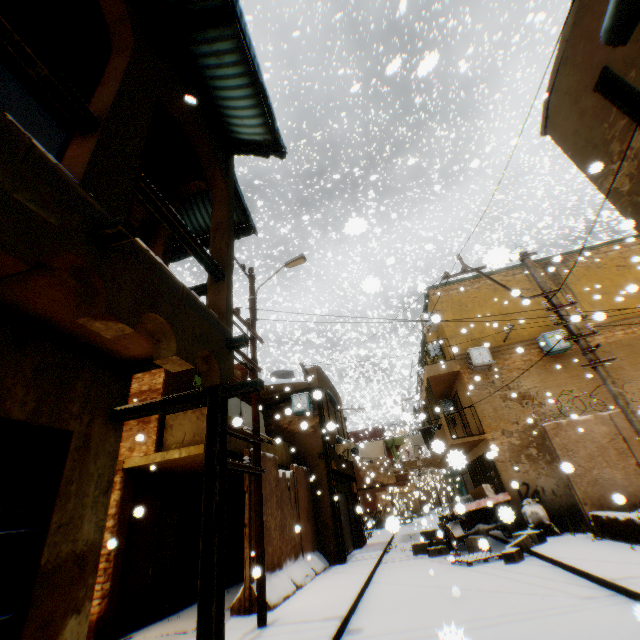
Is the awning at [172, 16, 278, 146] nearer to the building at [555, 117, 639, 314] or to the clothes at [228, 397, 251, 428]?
the building at [555, 117, 639, 314]

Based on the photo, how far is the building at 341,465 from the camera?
14.6m

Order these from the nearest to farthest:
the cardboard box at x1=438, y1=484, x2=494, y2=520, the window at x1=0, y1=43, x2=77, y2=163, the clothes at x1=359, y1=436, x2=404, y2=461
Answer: the window at x1=0, y1=43, x2=77, y2=163 < the cardboard box at x1=438, y1=484, x2=494, y2=520 < the clothes at x1=359, y1=436, x2=404, y2=461

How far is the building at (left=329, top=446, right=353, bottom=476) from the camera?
14.59m

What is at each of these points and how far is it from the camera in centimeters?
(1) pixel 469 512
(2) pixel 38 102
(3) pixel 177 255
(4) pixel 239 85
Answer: (1) cart, 1207cm
(2) window, 466cm
(3) awning, 799cm
(4) awning, 537cm

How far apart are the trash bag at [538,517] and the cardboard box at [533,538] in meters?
0.2 m

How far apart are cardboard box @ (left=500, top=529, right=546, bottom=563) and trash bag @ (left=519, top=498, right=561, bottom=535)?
0.2m
